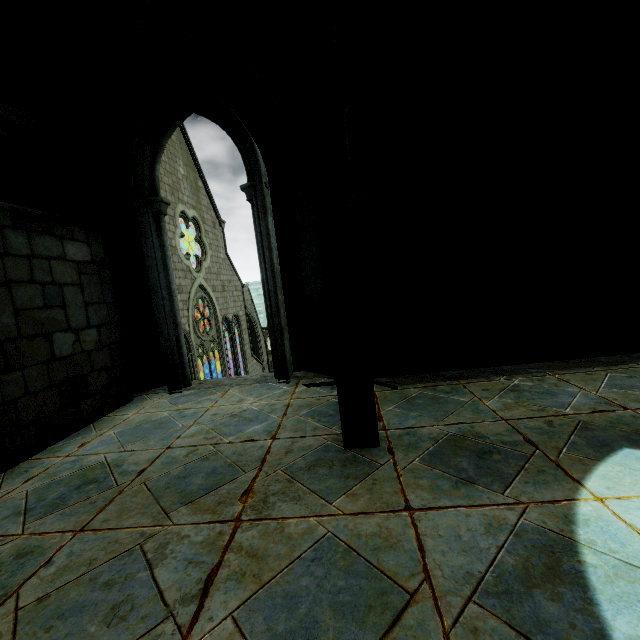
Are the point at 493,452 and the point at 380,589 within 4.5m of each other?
yes
